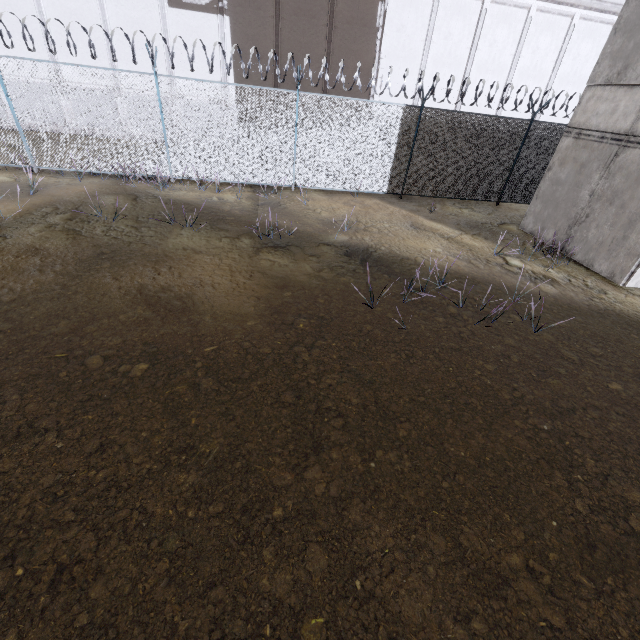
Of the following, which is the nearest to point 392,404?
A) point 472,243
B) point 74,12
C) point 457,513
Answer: point 457,513

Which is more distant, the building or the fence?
the fence

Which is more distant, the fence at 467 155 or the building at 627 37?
the fence at 467 155
